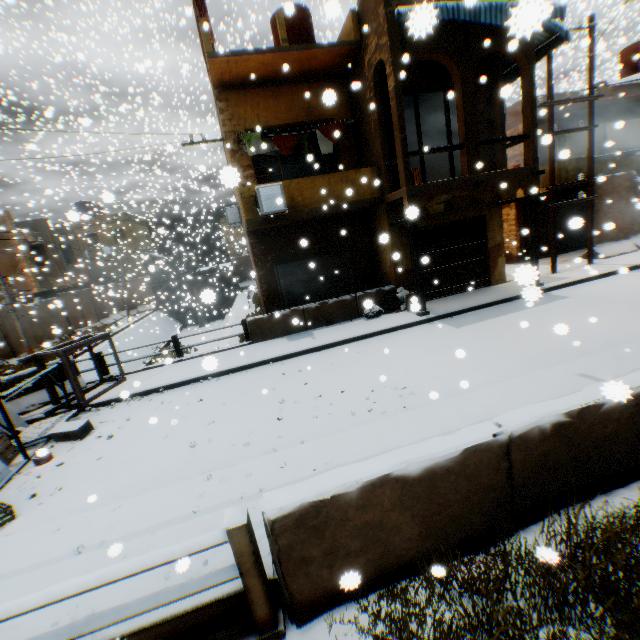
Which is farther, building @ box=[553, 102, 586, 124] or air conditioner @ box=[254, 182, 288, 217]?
building @ box=[553, 102, 586, 124]

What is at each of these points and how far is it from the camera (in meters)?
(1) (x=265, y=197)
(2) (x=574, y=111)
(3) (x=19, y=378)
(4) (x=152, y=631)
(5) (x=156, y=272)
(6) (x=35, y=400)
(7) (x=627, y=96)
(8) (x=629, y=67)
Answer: (1) air conditioner, 9.70
(2) building, 14.98
(3) concrete block, 8.76
(4) bridge, 2.81
(5) building, 36.72
(6) concrete block, 8.90
(7) building, 15.25
(8) water tank, 17.31

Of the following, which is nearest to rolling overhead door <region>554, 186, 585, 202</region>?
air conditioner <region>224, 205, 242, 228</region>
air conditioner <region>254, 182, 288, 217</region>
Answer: air conditioner <region>254, 182, 288, 217</region>

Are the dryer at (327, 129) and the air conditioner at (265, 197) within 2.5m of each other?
yes

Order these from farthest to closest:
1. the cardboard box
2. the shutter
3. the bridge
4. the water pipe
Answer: the water pipe, the shutter, the cardboard box, the bridge

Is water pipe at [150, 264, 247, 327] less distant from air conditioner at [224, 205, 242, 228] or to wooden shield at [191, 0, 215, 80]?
air conditioner at [224, 205, 242, 228]

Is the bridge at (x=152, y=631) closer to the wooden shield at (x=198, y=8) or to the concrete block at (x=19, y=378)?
the concrete block at (x=19, y=378)

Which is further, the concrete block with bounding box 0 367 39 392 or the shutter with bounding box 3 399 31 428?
the concrete block with bounding box 0 367 39 392
